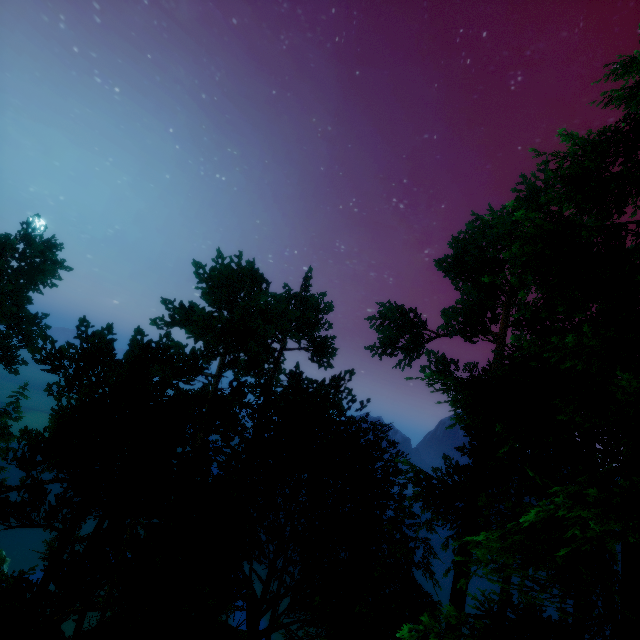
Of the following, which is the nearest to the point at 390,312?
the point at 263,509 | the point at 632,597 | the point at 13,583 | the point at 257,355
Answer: the point at 257,355
